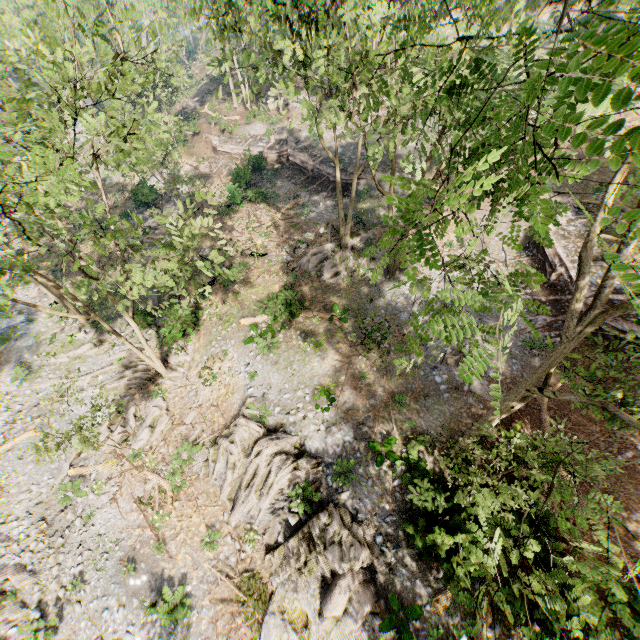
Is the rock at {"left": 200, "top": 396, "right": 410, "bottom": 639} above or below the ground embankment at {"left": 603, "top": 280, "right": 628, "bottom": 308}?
below

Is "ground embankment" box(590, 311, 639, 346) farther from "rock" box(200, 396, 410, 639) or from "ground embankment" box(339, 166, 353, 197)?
"ground embankment" box(339, 166, 353, 197)

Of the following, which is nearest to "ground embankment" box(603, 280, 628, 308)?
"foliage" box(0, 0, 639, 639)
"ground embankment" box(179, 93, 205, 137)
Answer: "foliage" box(0, 0, 639, 639)

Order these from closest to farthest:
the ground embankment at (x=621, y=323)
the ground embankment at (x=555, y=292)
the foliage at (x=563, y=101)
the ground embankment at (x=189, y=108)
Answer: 1. the foliage at (x=563, y=101)
2. the ground embankment at (x=621, y=323)
3. the ground embankment at (x=555, y=292)
4. the ground embankment at (x=189, y=108)

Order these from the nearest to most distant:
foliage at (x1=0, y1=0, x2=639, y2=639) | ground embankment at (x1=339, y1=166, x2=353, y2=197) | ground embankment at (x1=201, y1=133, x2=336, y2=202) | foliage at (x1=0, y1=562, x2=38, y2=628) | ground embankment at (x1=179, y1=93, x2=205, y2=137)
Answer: foliage at (x1=0, y1=0, x2=639, y2=639) < foliage at (x1=0, y1=562, x2=38, y2=628) < ground embankment at (x1=339, y1=166, x2=353, y2=197) < ground embankment at (x1=201, y1=133, x2=336, y2=202) < ground embankment at (x1=179, y1=93, x2=205, y2=137)

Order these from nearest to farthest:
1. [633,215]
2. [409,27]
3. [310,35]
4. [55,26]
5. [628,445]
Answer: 1. [633,215]
2. [409,27]
3. [310,35]
4. [628,445]
5. [55,26]

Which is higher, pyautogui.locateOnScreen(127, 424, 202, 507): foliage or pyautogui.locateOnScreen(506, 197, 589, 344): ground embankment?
pyautogui.locateOnScreen(506, 197, 589, 344): ground embankment

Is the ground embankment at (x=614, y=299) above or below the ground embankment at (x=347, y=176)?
above
